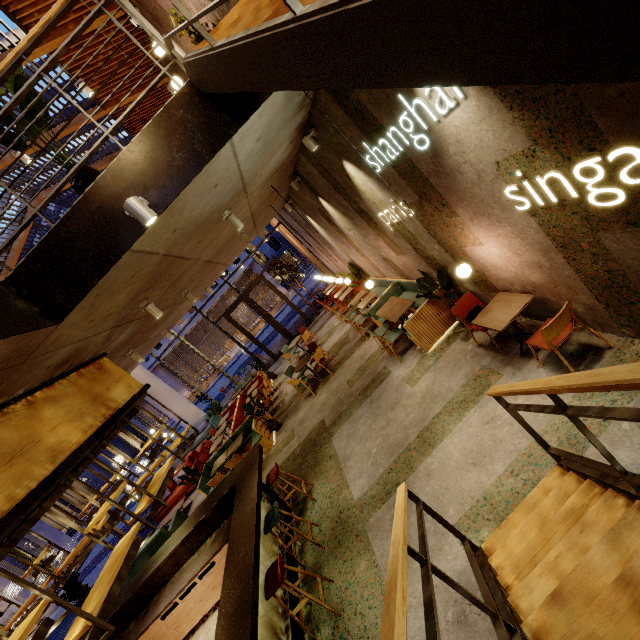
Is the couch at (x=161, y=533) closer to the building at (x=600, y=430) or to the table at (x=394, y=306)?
the building at (x=600, y=430)

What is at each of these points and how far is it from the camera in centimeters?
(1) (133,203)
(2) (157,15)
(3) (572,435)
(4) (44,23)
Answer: (1) lamp, 287cm
(2) building, 633cm
(3) building, 339cm
(4) railing, 280cm

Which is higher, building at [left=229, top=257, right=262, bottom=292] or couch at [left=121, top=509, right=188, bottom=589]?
building at [left=229, top=257, right=262, bottom=292]

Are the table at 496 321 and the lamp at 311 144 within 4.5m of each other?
yes

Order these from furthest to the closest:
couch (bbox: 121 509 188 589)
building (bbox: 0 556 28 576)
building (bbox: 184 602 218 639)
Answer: building (bbox: 0 556 28 576), couch (bbox: 121 509 188 589), building (bbox: 184 602 218 639)

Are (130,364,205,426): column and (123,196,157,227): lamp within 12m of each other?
no

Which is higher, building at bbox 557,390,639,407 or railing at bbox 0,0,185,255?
railing at bbox 0,0,185,255

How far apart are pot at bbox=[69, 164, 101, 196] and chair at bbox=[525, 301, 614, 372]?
4.9 meters
